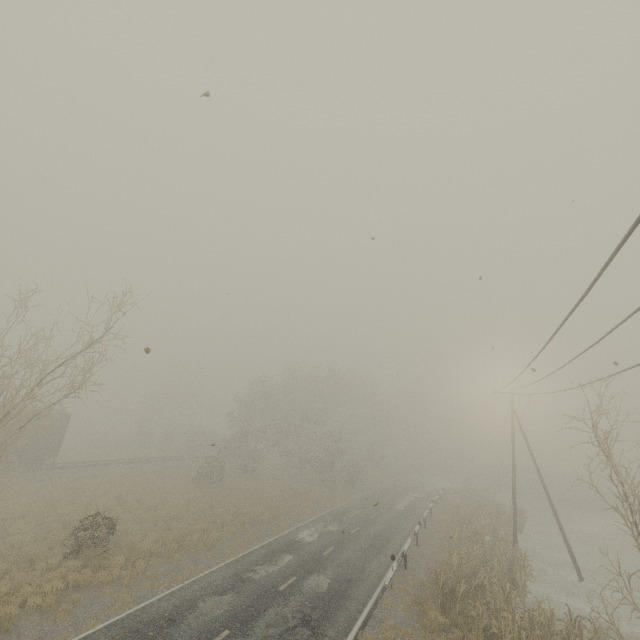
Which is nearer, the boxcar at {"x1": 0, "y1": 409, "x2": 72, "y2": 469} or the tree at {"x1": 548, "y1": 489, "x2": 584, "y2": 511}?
the boxcar at {"x1": 0, "y1": 409, "x2": 72, "y2": 469}

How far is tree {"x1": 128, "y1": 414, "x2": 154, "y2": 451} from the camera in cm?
4763

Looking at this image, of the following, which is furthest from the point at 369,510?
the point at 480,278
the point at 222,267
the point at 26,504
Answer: the point at 480,278

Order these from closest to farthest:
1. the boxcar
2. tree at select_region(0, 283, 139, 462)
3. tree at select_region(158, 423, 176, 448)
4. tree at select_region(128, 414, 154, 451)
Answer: tree at select_region(0, 283, 139, 462), the boxcar, tree at select_region(128, 414, 154, 451), tree at select_region(158, 423, 176, 448)

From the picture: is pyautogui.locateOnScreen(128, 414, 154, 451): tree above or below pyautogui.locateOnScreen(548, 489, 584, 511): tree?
above

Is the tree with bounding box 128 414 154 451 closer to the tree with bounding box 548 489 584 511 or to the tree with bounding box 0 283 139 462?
the tree with bounding box 0 283 139 462

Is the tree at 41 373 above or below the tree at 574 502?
above

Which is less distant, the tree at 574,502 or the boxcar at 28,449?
the boxcar at 28,449
